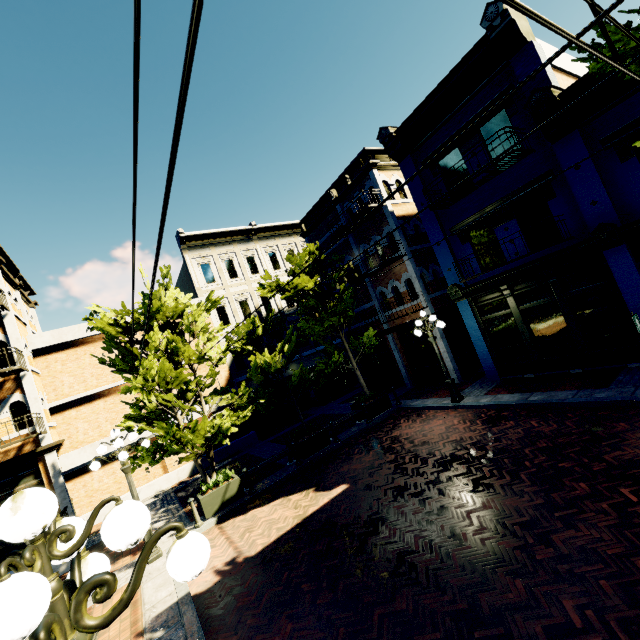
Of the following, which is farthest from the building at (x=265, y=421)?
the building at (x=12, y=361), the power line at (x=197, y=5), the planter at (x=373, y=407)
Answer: the building at (x=12, y=361)

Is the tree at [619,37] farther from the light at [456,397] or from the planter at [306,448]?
the light at [456,397]

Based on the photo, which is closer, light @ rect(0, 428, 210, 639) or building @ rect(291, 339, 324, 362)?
light @ rect(0, 428, 210, 639)

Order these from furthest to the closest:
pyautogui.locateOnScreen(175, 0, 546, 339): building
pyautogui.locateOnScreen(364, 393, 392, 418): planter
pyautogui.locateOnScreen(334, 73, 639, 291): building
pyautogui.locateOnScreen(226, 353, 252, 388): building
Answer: pyautogui.locateOnScreen(226, 353, 252, 388): building < pyautogui.locateOnScreen(364, 393, 392, 418): planter < pyautogui.locateOnScreen(175, 0, 546, 339): building < pyautogui.locateOnScreen(334, 73, 639, 291): building

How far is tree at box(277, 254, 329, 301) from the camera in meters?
13.0

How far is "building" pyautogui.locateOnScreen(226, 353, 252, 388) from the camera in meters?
19.9 m

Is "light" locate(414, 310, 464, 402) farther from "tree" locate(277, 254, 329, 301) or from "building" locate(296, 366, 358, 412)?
"tree" locate(277, 254, 329, 301)

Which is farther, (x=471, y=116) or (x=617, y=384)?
(x=471, y=116)
